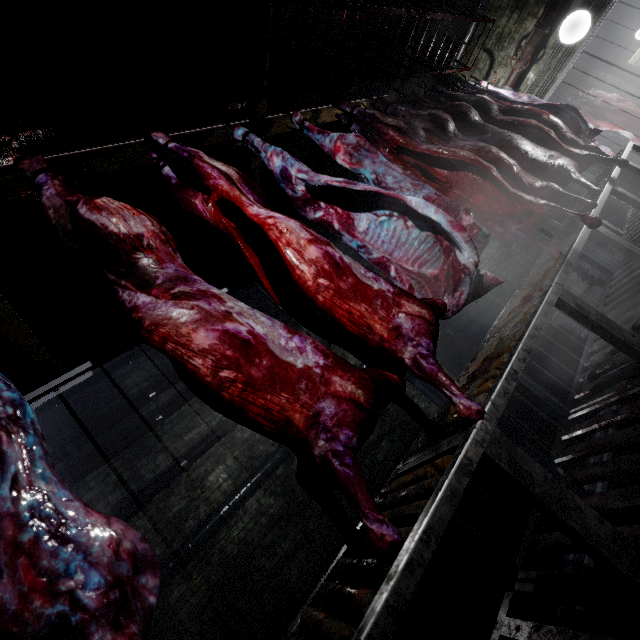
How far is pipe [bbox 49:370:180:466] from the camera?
4.1m

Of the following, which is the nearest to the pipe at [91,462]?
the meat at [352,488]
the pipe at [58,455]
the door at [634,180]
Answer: the pipe at [58,455]

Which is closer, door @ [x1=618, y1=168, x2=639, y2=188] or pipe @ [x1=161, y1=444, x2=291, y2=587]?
pipe @ [x1=161, y1=444, x2=291, y2=587]

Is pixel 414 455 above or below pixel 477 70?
below

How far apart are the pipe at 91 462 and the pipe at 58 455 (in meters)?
0.17

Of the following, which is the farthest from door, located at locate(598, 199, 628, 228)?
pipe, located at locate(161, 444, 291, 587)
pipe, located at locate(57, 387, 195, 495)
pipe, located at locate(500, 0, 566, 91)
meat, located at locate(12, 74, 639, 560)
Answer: meat, located at locate(12, 74, 639, 560)

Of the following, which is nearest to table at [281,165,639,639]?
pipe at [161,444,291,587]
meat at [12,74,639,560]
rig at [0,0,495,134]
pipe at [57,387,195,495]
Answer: meat at [12,74,639,560]

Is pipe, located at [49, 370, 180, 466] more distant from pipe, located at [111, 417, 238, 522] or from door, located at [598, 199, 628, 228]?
door, located at [598, 199, 628, 228]
